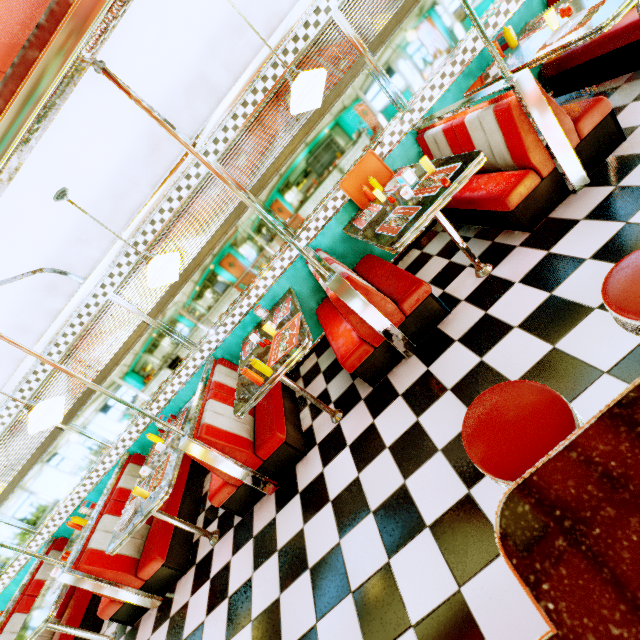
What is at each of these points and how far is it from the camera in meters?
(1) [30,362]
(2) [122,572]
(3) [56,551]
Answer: (1) trim, 3.9 m
(2) seat, 3.4 m
(3) seat, 4.9 m

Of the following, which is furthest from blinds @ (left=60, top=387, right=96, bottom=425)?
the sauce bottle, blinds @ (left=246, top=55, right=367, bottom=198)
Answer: blinds @ (left=246, top=55, right=367, bottom=198)

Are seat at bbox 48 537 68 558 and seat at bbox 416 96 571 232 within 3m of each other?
no

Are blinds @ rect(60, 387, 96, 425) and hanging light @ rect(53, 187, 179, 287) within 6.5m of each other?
yes

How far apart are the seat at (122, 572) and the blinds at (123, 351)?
0.94m

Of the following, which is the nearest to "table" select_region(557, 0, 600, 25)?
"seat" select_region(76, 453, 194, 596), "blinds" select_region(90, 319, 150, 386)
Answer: "blinds" select_region(90, 319, 150, 386)

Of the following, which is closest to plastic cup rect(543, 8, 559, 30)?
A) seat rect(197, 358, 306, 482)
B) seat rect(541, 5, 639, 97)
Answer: seat rect(541, 5, 639, 97)

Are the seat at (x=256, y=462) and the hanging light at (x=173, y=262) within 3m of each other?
yes
